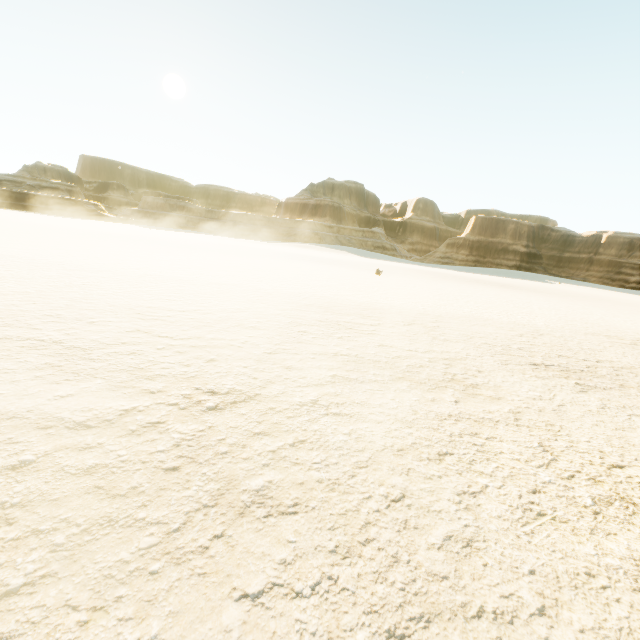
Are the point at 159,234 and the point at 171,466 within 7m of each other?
no
